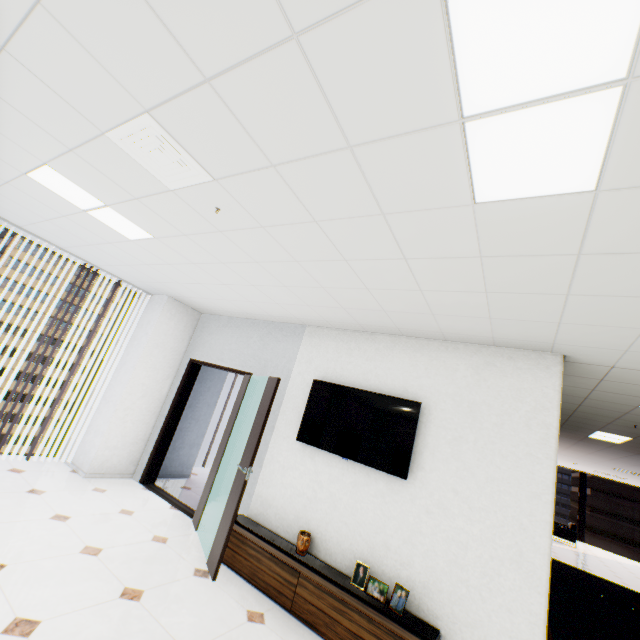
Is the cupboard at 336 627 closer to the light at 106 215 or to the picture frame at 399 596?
the picture frame at 399 596

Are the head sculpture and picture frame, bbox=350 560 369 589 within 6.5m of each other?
yes

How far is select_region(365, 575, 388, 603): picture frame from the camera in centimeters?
296cm

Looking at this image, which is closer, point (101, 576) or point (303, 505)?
point (101, 576)

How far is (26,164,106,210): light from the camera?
2.67m

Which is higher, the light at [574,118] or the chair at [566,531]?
the light at [574,118]

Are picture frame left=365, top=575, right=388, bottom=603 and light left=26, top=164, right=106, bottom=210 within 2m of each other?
no

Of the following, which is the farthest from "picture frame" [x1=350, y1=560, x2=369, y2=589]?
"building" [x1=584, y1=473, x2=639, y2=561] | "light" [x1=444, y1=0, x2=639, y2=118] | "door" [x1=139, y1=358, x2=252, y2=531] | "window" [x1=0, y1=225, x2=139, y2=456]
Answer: "building" [x1=584, y1=473, x2=639, y2=561]
